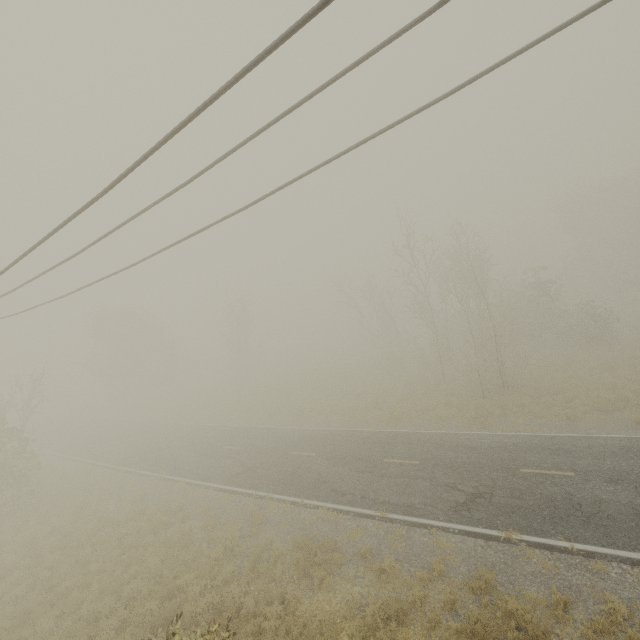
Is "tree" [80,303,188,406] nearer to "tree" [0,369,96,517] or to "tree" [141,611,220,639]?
"tree" [0,369,96,517]

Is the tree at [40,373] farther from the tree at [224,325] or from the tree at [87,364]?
the tree at [87,364]

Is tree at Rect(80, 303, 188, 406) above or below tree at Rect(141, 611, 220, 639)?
above

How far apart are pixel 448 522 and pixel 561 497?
4.03m

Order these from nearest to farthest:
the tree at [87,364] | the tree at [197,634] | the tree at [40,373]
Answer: the tree at [197,634] < the tree at [40,373] < the tree at [87,364]

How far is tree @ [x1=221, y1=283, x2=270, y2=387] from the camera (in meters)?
39.25

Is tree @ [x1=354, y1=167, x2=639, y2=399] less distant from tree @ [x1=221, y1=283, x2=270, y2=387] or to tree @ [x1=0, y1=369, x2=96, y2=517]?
tree @ [x1=221, y1=283, x2=270, y2=387]
